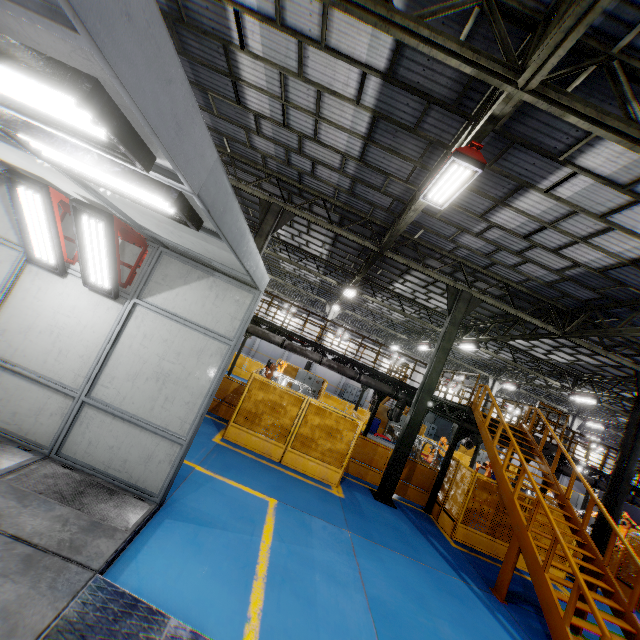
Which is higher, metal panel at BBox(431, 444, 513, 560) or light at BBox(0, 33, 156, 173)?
light at BBox(0, 33, 156, 173)

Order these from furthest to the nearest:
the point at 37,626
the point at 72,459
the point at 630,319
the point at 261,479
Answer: the point at 630,319, the point at 261,479, the point at 72,459, the point at 37,626

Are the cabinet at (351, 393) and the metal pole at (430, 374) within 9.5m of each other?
no

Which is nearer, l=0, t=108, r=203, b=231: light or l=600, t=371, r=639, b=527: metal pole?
l=0, t=108, r=203, b=231: light

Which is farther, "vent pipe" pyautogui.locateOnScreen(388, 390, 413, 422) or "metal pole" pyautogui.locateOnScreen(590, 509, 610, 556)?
"vent pipe" pyautogui.locateOnScreen(388, 390, 413, 422)

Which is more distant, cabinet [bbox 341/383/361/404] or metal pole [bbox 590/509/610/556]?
cabinet [bbox 341/383/361/404]

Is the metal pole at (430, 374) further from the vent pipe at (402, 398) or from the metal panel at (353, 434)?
the vent pipe at (402, 398)

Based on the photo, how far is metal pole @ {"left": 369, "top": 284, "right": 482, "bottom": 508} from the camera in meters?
11.0
